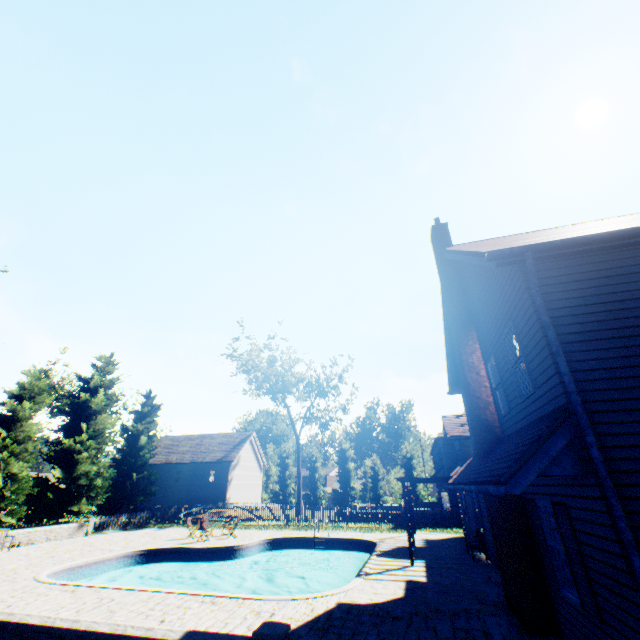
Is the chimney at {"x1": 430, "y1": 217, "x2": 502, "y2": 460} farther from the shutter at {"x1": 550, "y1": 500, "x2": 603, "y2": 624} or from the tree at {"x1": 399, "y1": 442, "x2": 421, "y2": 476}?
the tree at {"x1": 399, "y1": 442, "x2": 421, "y2": 476}

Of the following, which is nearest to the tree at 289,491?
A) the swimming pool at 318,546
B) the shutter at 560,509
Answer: the swimming pool at 318,546

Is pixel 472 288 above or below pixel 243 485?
above

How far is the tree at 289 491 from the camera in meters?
39.4

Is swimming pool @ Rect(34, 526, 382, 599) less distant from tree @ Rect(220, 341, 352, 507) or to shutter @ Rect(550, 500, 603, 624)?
shutter @ Rect(550, 500, 603, 624)

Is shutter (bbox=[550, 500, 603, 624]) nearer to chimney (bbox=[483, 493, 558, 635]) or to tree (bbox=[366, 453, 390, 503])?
chimney (bbox=[483, 493, 558, 635])

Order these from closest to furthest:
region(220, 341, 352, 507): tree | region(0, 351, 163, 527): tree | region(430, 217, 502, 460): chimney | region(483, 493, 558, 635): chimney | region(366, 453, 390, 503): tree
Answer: region(483, 493, 558, 635): chimney, region(430, 217, 502, 460): chimney, region(0, 351, 163, 527): tree, region(220, 341, 352, 507): tree, region(366, 453, 390, 503): tree

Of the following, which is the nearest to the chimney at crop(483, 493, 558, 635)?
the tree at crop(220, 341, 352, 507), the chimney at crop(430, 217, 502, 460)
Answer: the chimney at crop(430, 217, 502, 460)
